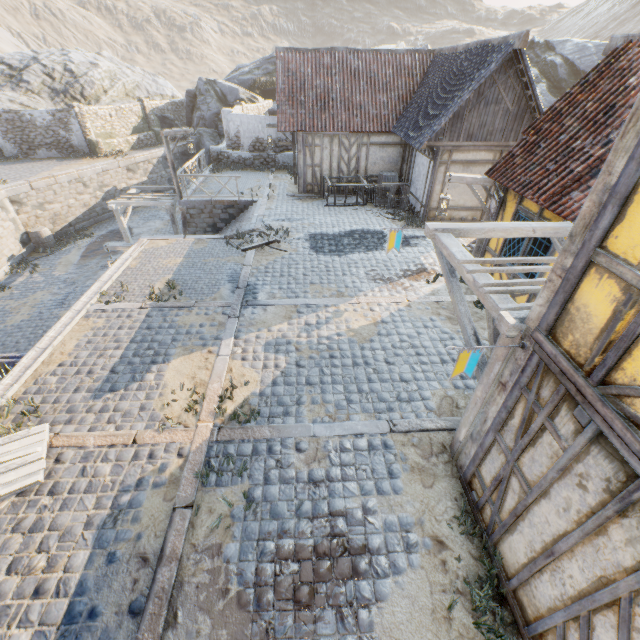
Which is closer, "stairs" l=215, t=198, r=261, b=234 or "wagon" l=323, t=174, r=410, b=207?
"stairs" l=215, t=198, r=261, b=234

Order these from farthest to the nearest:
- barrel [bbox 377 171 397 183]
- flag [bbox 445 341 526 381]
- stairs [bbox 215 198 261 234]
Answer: barrel [bbox 377 171 397 183] → stairs [bbox 215 198 261 234] → flag [bbox 445 341 526 381]

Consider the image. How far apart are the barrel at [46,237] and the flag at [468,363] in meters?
23.5

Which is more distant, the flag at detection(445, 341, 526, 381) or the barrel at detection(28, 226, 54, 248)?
the barrel at detection(28, 226, 54, 248)

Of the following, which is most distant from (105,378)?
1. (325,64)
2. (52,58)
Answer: (52,58)

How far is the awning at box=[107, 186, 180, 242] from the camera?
16.4m

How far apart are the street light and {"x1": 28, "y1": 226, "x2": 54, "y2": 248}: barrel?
21.40m

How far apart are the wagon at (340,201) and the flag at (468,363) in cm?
1275
